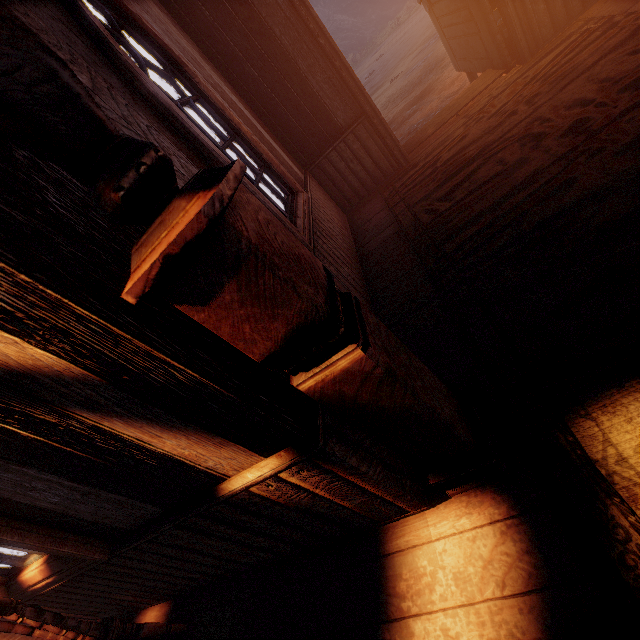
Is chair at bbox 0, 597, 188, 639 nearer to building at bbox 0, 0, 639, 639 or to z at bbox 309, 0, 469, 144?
building at bbox 0, 0, 639, 639

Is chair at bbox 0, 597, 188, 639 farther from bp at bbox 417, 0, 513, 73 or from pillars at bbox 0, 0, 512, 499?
bp at bbox 417, 0, 513, 73

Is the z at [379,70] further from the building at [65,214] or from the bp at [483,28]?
the bp at [483,28]

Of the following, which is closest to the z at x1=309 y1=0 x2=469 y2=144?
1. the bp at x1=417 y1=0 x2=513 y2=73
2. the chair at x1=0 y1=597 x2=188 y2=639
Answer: the bp at x1=417 y1=0 x2=513 y2=73

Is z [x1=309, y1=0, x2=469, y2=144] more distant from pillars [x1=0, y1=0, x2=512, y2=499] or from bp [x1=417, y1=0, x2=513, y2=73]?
pillars [x1=0, y1=0, x2=512, y2=499]

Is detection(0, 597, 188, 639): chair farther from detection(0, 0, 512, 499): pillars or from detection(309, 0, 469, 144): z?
detection(309, 0, 469, 144): z

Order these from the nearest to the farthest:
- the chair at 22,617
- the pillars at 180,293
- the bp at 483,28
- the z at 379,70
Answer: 1. the pillars at 180,293
2. the chair at 22,617
3. the bp at 483,28
4. the z at 379,70

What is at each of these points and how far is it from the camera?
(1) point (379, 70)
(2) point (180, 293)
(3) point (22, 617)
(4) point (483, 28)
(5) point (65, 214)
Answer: (1) z, 15.66m
(2) pillars, 0.82m
(3) chair, 1.82m
(4) bp, 3.70m
(5) building, 0.94m
